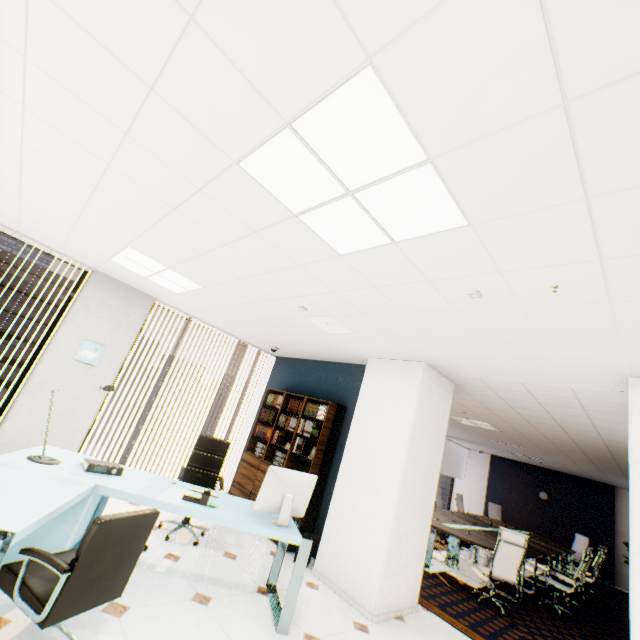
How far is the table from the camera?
5.80m

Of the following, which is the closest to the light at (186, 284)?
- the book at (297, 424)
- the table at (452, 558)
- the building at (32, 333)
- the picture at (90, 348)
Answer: the picture at (90, 348)

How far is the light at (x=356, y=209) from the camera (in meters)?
1.98

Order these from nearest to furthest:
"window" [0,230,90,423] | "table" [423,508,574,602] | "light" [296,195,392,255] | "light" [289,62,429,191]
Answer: "light" [289,62,429,191] → "light" [296,195,392,255] → "window" [0,230,90,423] → "table" [423,508,574,602]

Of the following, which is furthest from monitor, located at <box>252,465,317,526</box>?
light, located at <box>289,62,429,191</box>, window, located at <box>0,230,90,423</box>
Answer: window, located at <box>0,230,90,423</box>

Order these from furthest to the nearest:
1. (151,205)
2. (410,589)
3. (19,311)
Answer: (19,311)
(410,589)
(151,205)

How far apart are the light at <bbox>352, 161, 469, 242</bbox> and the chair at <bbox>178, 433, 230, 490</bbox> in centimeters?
359cm

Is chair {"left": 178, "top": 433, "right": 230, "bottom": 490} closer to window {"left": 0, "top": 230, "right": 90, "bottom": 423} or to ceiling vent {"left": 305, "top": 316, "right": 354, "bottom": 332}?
ceiling vent {"left": 305, "top": 316, "right": 354, "bottom": 332}
